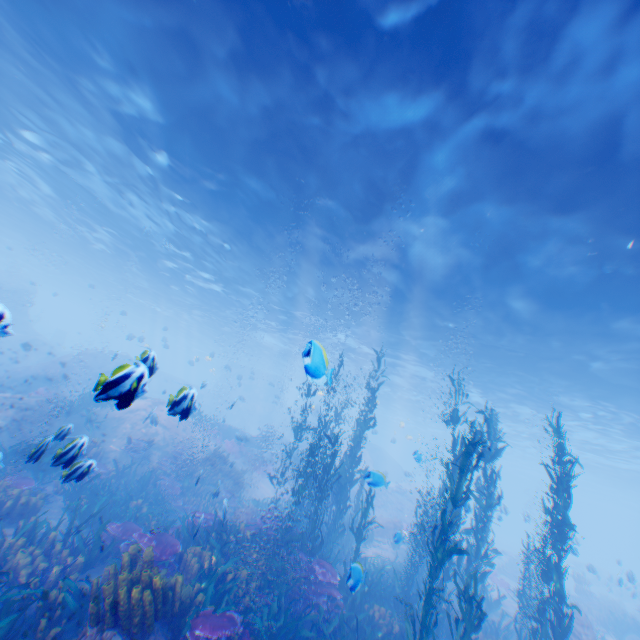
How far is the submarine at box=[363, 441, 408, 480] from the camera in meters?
24.1 m

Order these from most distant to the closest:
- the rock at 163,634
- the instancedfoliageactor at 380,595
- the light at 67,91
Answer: the light at 67,91, the instancedfoliageactor at 380,595, the rock at 163,634

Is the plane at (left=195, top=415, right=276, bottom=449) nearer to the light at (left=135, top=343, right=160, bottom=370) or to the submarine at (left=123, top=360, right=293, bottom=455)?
the submarine at (left=123, top=360, right=293, bottom=455)

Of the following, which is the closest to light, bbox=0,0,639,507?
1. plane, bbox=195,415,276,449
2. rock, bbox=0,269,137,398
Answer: rock, bbox=0,269,137,398

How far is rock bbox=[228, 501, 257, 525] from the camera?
12.1m

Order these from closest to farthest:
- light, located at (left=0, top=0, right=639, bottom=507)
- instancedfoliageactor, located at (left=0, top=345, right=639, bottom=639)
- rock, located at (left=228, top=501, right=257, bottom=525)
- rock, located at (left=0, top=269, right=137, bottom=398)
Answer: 1. rock, located at (left=0, top=269, right=137, bottom=398)
2. instancedfoliageactor, located at (left=0, top=345, right=639, bottom=639)
3. light, located at (left=0, top=0, right=639, bottom=507)
4. rock, located at (left=228, top=501, right=257, bottom=525)

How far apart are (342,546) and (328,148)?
14.7 meters

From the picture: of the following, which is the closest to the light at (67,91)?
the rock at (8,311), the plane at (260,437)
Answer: the rock at (8,311)
